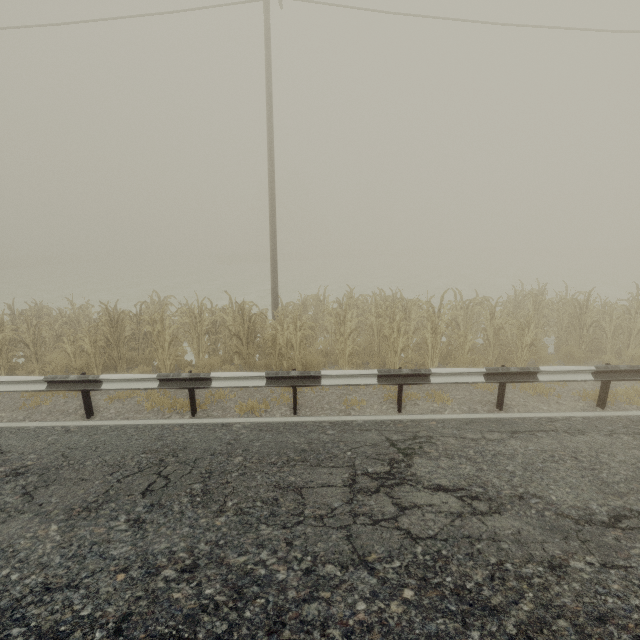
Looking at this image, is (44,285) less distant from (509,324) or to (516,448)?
(509,324)
